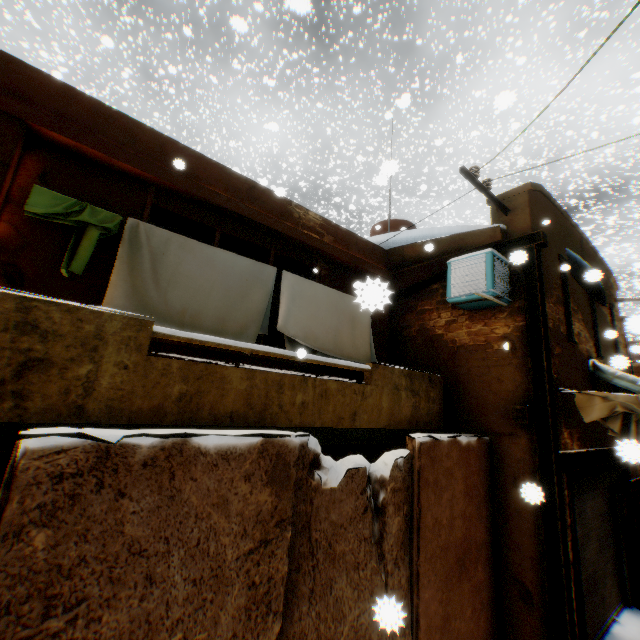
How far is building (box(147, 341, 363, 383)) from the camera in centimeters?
447cm

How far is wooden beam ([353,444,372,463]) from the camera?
7.20m

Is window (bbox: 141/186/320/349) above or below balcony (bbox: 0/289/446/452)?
above

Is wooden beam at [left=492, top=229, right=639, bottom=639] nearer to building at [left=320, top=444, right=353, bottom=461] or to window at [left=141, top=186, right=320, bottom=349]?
building at [left=320, top=444, right=353, bottom=461]

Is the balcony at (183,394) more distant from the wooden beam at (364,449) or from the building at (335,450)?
the wooden beam at (364,449)

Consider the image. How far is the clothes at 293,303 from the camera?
4.9m

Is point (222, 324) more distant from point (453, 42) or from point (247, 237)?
point (453, 42)

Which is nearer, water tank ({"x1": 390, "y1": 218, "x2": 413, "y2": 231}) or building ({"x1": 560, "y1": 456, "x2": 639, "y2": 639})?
building ({"x1": 560, "y1": 456, "x2": 639, "y2": 639})
